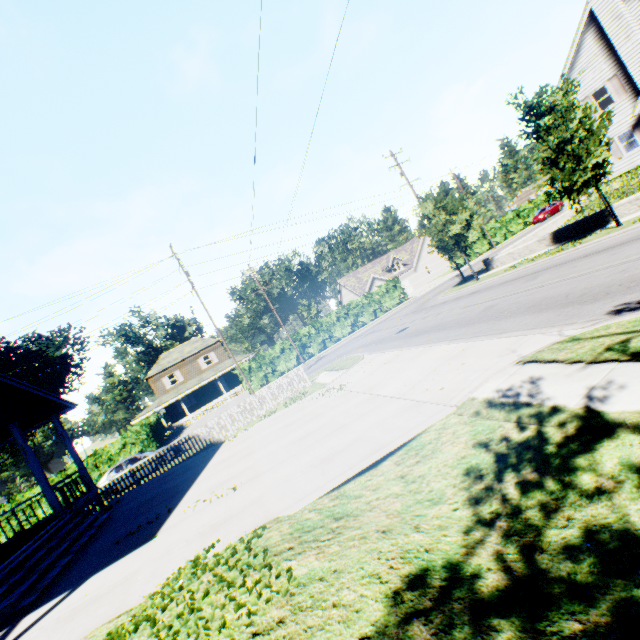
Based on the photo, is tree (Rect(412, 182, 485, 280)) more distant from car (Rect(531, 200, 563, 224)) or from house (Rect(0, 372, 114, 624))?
car (Rect(531, 200, 563, 224))

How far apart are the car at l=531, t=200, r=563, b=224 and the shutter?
22.0 meters

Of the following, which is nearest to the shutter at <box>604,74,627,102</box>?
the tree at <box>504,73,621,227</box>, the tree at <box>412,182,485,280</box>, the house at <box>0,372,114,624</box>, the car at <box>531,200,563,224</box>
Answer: the tree at <box>504,73,621,227</box>

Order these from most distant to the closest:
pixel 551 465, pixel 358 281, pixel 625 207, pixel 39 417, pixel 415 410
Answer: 1. pixel 358 281
2. pixel 625 207
3. pixel 39 417
4. pixel 415 410
5. pixel 551 465

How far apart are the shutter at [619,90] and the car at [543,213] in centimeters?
2199cm

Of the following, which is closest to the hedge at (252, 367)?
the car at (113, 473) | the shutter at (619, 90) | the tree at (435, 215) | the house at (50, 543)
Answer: the car at (113, 473)

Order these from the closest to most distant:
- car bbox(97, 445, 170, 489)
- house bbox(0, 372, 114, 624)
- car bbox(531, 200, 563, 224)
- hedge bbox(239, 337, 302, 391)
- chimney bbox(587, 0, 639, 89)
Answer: house bbox(0, 372, 114, 624), car bbox(97, 445, 170, 489), chimney bbox(587, 0, 639, 89), hedge bbox(239, 337, 302, 391), car bbox(531, 200, 563, 224)

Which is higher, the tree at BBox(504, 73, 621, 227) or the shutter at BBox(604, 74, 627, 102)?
the shutter at BBox(604, 74, 627, 102)
